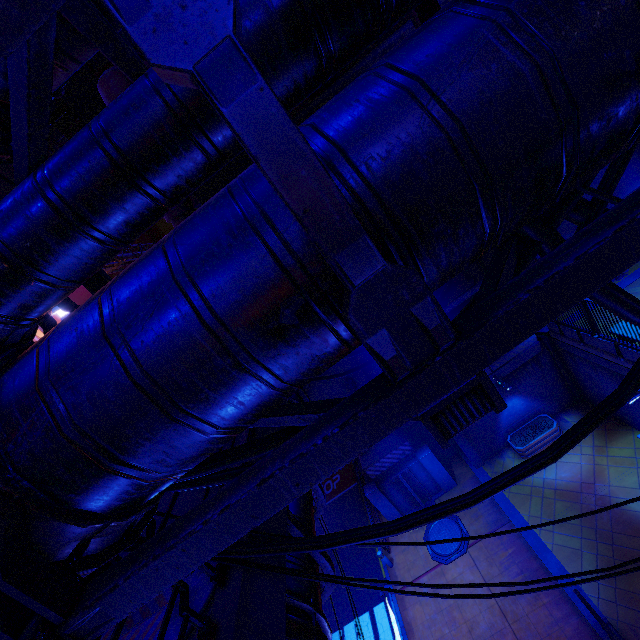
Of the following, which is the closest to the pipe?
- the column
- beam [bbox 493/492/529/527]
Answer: beam [bbox 493/492/529/527]

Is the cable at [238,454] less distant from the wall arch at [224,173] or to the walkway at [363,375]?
the walkway at [363,375]

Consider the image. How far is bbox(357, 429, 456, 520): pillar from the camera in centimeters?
1608cm

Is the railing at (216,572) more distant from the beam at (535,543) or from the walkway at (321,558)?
the beam at (535,543)

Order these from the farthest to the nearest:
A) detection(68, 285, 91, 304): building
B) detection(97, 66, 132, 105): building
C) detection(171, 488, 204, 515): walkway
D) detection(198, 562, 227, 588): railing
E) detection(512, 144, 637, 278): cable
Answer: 1. detection(68, 285, 91, 304): building
2. detection(97, 66, 132, 105): building
3. detection(171, 488, 204, 515): walkway
4. detection(198, 562, 227, 588): railing
5. detection(512, 144, 637, 278): cable

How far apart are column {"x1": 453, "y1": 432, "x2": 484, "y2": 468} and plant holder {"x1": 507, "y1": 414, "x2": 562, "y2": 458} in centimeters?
151cm

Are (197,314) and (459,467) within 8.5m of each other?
no

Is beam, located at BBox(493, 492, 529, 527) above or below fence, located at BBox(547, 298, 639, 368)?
below
